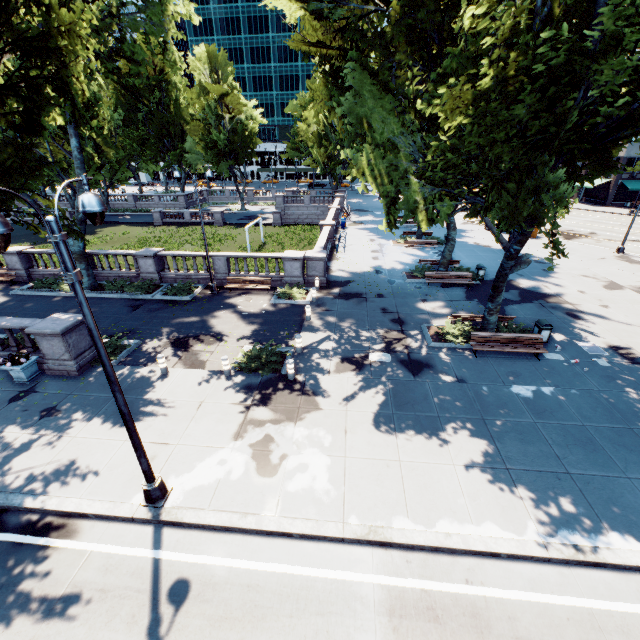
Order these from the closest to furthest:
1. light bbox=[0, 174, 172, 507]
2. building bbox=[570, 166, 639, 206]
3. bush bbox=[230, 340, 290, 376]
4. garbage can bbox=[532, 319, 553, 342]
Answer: light bbox=[0, 174, 172, 507] → bush bbox=[230, 340, 290, 376] → garbage can bbox=[532, 319, 553, 342] → building bbox=[570, 166, 639, 206]

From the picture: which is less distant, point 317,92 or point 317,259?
point 317,259

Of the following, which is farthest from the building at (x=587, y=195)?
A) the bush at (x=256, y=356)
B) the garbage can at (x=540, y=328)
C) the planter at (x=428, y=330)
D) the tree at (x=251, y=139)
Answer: the bush at (x=256, y=356)

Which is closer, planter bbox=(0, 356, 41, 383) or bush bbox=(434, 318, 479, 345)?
planter bbox=(0, 356, 41, 383)

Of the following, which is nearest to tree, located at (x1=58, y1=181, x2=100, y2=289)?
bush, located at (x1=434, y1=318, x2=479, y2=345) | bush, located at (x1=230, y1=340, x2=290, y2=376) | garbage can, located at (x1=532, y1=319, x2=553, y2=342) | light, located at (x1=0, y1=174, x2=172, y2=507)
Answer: bush, located at (x1=434, y1=318, x2=479, y2=345)

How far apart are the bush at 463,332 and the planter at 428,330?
0.0m

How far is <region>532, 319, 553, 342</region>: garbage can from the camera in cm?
1435

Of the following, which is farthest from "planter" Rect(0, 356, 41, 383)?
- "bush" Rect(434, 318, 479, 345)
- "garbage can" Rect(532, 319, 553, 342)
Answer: "garbage can" Rect(532, 319, 553, 342)
